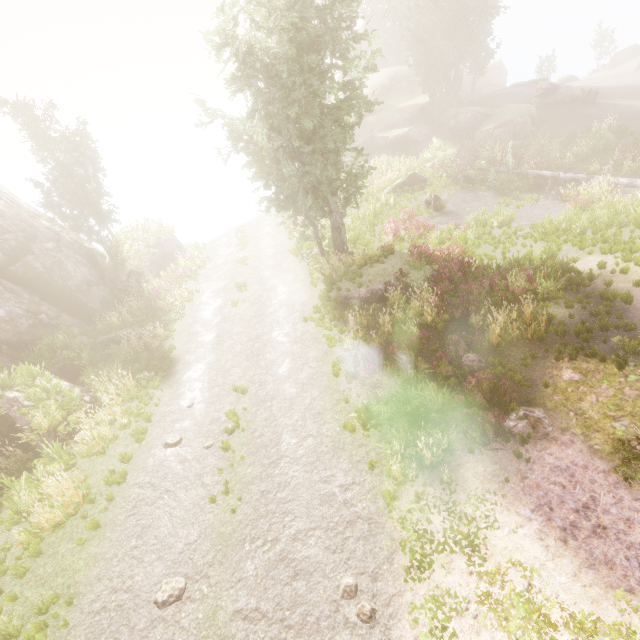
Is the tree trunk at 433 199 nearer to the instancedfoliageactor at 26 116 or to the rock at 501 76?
the instancedfoliageactor at 26 116

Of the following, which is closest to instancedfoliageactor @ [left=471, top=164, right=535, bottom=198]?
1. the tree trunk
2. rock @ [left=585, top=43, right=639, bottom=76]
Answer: rock @ [left=585, top=43, right=639, bottom=76]

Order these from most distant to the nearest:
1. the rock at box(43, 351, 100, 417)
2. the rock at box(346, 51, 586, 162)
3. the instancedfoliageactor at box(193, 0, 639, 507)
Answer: the rock at box(346, 51, 586, 162) → the rock at box(43, 351, 100, 417) → the instancedfoliageactor at box(193, 0, 639, 507)

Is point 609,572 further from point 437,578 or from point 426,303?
point 426,303

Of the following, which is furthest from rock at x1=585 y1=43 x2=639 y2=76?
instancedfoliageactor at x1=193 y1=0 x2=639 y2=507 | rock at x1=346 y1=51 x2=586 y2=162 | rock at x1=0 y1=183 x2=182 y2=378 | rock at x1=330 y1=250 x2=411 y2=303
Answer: rock at x1=0 y1=183 x2=182 y2=378

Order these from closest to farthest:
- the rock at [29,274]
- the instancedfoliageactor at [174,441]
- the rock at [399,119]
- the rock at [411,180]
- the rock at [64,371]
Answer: the instancedfoliageactor at [174,441], the rock at [64,371], the rock at [29,274], the rock at [411,180], the rock at [399,119]

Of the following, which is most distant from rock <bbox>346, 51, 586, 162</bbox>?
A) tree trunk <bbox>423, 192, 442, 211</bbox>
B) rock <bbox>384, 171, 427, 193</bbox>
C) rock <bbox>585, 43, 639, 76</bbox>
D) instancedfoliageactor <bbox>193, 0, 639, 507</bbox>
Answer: rock <bbox>585, 43, 639, 76</bbox>

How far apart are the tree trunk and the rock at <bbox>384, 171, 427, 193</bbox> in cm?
352
